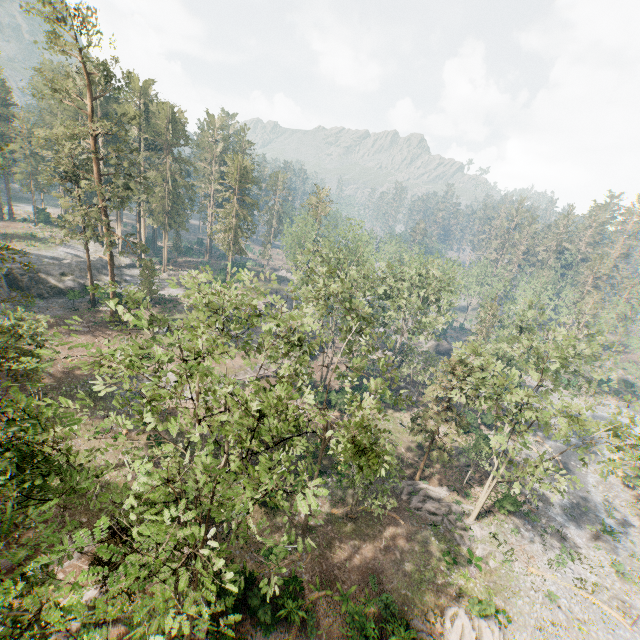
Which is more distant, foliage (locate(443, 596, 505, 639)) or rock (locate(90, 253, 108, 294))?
rock (locate(90, 253, 108, 294))

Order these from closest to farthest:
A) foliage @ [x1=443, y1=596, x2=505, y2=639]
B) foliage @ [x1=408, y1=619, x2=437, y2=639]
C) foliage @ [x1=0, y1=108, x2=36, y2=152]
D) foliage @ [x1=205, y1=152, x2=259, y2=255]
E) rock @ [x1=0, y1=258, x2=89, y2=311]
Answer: foliage @ [x1=408, y1=619, x2=437, y2=639], foliage @ [x1=443, y1=596, x2=505, y2=639], rock @ [x1=0, y1=258, x2=89, y2=311], foliage @ [x1=205, y1=152, x2=259, y2=255], foliage @ [x1=0, y1=108, x2=36, y2=152]

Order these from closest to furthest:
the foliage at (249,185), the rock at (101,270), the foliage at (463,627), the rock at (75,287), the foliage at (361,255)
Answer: the foliage at (361,255)
the foliage at (463,627)
the rock at (75,287)
the rock at (101,270)
the foliage at (249,185)

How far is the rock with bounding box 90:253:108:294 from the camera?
51.31m

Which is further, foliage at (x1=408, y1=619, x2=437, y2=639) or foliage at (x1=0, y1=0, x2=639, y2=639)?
foliage at (x1=408, y1=619, x2=437, y2=639)

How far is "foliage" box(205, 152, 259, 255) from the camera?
54.4m

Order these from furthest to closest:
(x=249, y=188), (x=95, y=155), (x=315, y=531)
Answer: (x=249, y=188), (x=95, y=155), (x=315, y=531)

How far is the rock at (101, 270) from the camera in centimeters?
5131cm
